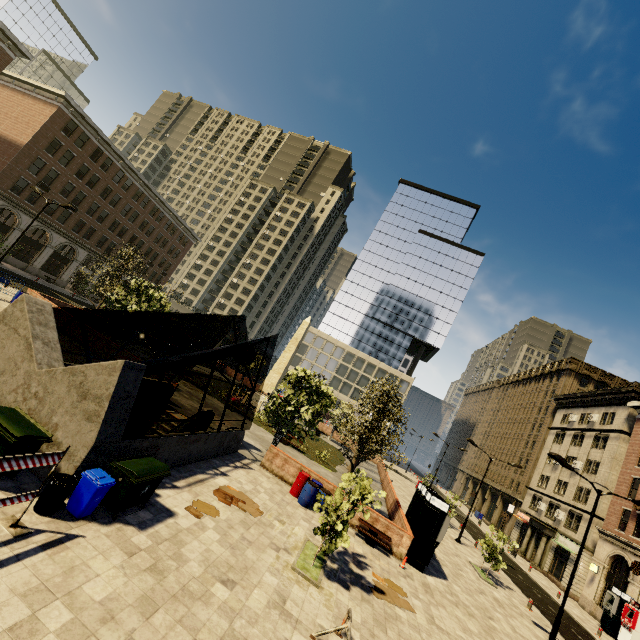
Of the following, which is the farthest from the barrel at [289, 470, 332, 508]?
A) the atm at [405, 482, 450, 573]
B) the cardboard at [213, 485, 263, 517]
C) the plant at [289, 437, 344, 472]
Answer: the plant at [289, 437, 344, 472]

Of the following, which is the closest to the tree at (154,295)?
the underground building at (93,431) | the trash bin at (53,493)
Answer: the underground building at (93,431)

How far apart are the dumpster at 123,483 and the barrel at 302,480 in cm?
822

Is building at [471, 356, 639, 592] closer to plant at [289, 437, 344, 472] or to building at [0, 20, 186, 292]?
building at [0, 20, 186, 292]

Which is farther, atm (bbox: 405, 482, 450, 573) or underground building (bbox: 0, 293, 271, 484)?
atm (bbox: 405, 482, 450, 573)

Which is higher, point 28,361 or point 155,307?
point 155,307

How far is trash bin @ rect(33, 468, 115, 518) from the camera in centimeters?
666cm

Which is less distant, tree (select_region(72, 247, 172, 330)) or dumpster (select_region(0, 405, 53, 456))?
dumpster (select_region(0, 405, 53, 456))
